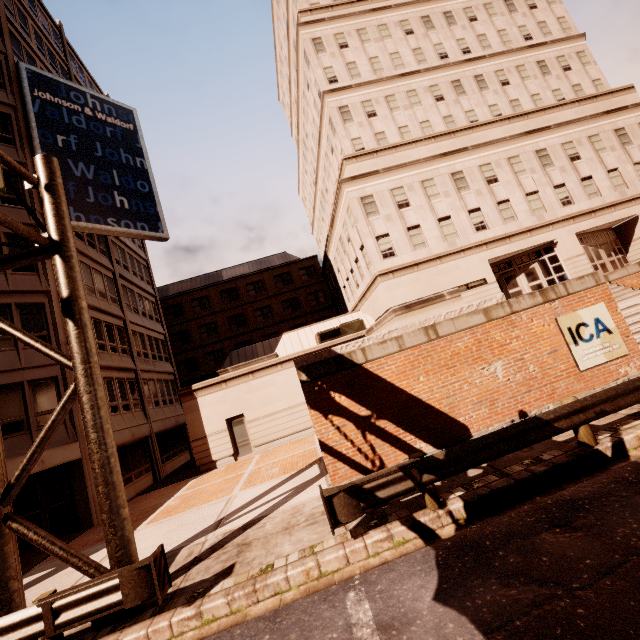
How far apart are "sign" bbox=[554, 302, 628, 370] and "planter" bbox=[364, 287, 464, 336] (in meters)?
2.55

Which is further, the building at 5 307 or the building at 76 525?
the building at 5 307

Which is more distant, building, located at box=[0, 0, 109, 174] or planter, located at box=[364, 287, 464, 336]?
building, located at box=[0, 0, 109, 174]

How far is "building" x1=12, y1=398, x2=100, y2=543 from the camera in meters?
13.9 m

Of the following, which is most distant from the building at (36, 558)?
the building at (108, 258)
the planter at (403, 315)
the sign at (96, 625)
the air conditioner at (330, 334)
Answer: the planter at (403, 315)

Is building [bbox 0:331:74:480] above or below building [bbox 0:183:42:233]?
below

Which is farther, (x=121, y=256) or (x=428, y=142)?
(x=121, y=256)

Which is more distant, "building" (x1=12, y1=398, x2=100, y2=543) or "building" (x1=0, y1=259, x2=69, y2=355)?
"building" (x1=0, y1=259, x2=69, y2=355)
